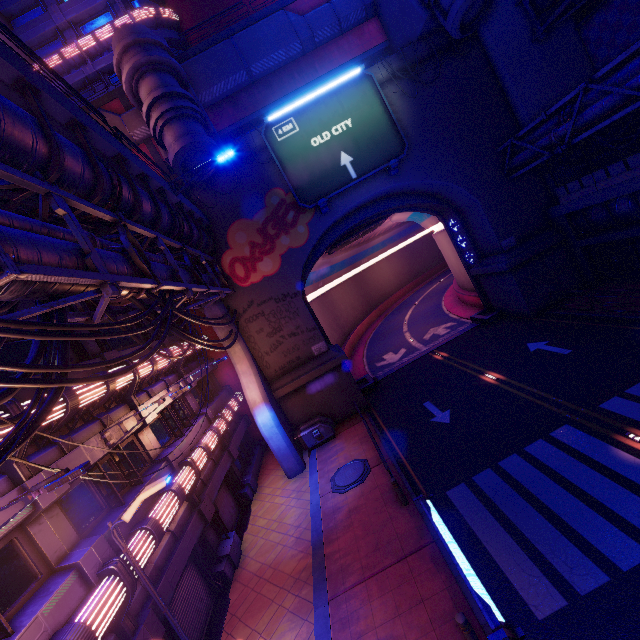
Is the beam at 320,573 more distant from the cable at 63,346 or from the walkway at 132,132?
the walkway at 132,132

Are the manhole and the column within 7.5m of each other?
no

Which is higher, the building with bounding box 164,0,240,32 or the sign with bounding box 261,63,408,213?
the building with bounding box 164,0,240,32

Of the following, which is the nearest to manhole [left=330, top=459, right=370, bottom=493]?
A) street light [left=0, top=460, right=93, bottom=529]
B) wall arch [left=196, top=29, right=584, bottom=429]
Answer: wall arch [left=196, top=29, right=584, bottom=429]

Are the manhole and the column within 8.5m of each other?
no

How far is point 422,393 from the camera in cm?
1931

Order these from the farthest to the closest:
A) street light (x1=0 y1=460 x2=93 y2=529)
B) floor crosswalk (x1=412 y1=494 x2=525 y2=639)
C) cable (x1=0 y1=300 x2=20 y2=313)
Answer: floor crosswalk (x1=412 y1=494 x2=525 y2=639) → cable (x1=0 y1=300 x2=20 y2=313) → street light (x1=0 y1=460 x2=93 y2=529)

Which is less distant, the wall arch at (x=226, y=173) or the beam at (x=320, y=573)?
the beam at (x=320, y=573)
